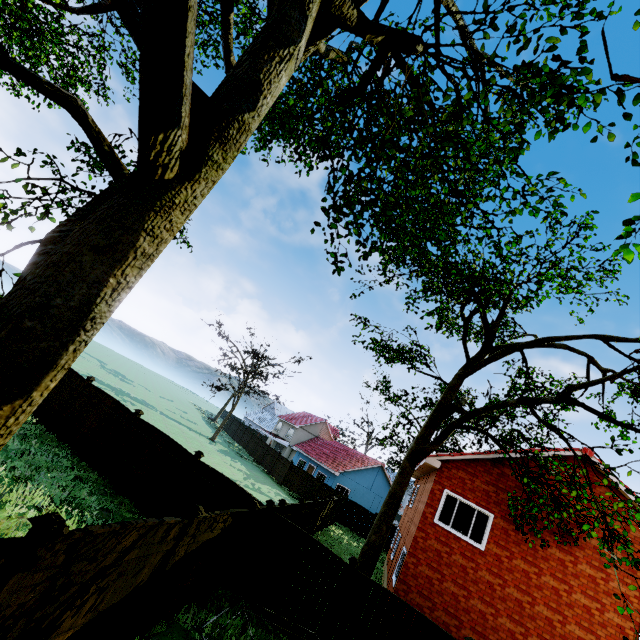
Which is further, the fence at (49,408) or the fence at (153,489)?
the fence at (49,408)

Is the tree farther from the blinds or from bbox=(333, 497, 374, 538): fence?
the blinds

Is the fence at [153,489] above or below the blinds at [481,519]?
below

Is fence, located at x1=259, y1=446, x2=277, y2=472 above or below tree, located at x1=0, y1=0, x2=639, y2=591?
below

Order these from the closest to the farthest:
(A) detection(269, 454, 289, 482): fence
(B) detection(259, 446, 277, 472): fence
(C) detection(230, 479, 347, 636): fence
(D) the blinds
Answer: (C) detection(230, 479, 347, 636): fence < (D) the blinds < (A) detection(269, 454, 289, 482): fence < (B) detection(259, 446, 277, 472): fence

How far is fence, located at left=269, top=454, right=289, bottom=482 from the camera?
33.0 meters

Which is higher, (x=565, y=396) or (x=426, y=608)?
(x=565, y=396)
